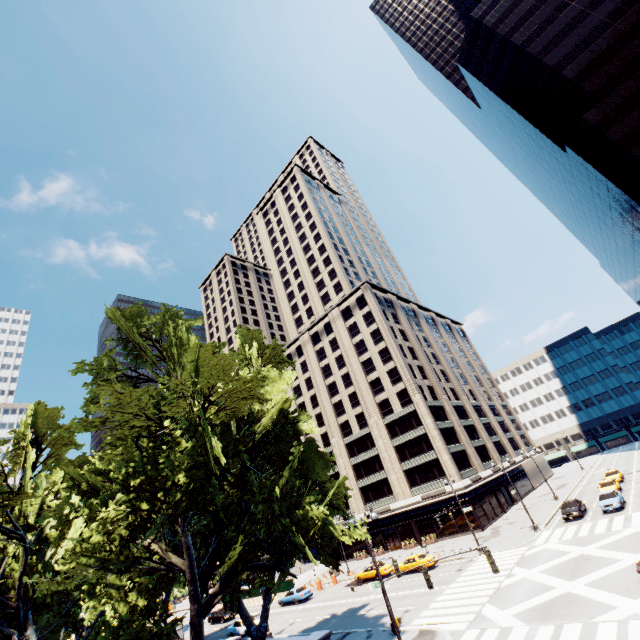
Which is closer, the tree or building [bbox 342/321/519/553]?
the tree

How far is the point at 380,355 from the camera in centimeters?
5981cm

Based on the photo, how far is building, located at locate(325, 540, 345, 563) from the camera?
56.69m

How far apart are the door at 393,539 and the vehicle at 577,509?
24.4 meters

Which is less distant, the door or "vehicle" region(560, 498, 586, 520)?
"vehicle" region(560, 498, 586, 520)

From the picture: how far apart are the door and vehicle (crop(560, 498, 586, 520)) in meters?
24.4

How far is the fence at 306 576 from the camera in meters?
44.2

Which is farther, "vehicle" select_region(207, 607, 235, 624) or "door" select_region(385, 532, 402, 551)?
"door" select_region(385, 532, 402, 551)
